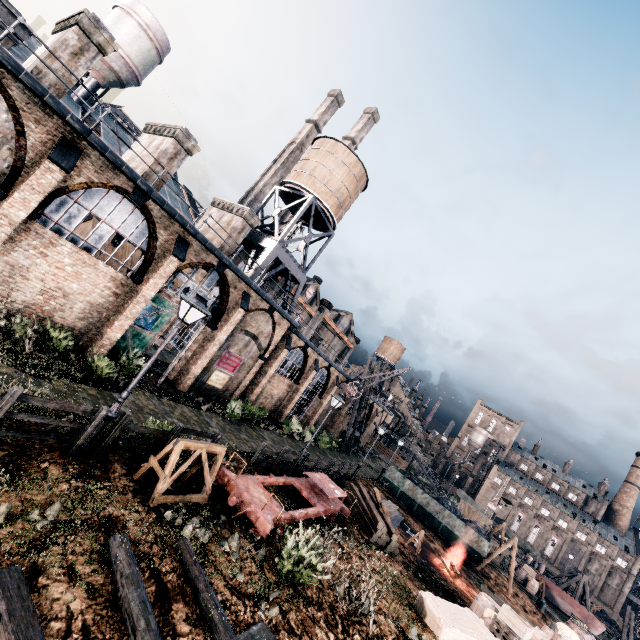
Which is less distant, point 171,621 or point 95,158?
point 171,621

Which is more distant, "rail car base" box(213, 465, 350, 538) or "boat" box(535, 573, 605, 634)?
"boat" box(535, 573, 605, 634)

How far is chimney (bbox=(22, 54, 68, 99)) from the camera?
13.6m

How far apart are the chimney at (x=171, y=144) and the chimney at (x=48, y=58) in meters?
3.8 m

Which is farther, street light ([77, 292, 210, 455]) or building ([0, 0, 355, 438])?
building ([0, 0, 355, 438])

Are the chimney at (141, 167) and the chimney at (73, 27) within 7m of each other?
yes

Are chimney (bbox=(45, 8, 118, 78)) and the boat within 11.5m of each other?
no
